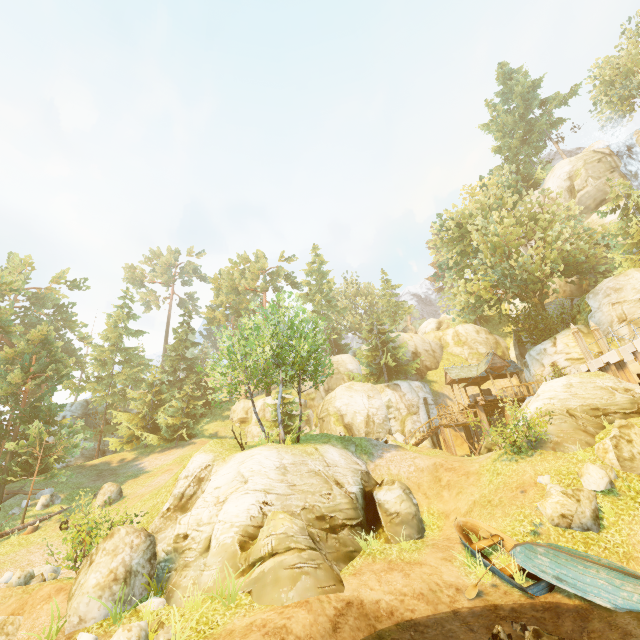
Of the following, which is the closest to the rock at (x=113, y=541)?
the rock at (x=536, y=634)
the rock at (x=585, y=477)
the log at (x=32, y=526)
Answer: the rock at (x=536, y=634)

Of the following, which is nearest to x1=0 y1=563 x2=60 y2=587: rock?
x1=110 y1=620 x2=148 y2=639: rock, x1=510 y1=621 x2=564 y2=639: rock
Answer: x1=110 y1=620 x2=148 y2=639: rock

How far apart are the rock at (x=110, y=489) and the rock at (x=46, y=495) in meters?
3.3 m

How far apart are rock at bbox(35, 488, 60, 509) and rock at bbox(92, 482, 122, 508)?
3.3m

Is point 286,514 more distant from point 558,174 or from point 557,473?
point 558,174

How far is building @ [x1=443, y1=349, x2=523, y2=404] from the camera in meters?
29.7 m

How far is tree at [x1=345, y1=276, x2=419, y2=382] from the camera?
37.03m

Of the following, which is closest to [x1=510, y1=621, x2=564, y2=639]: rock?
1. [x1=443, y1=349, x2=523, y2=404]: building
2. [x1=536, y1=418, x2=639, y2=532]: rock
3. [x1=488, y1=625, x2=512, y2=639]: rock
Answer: [x1=488, y1=625, x2=512, y2=639]: rock
